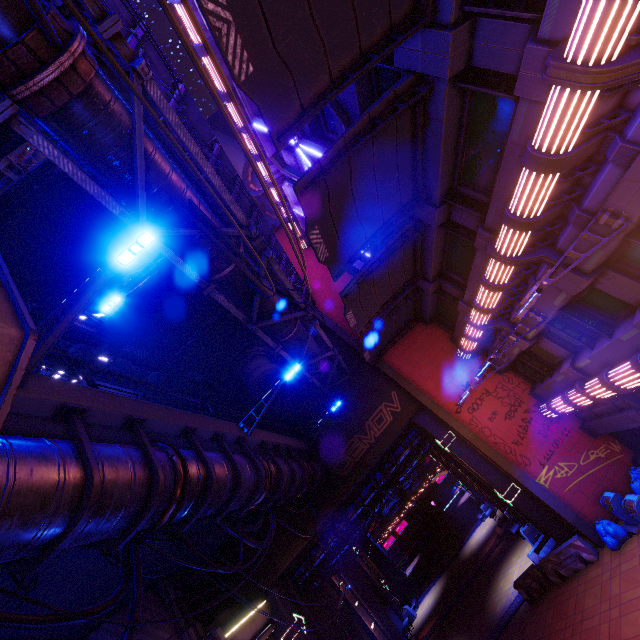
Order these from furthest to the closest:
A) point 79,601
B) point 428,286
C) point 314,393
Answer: point 314,393, point 428,286, point 79,601

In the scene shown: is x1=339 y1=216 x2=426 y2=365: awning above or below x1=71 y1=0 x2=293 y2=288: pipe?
below

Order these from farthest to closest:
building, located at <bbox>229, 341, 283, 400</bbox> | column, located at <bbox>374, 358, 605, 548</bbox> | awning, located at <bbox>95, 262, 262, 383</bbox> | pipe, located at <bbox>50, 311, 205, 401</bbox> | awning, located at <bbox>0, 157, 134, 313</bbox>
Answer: building, located at <bbox>229, 341, 283, 400</bbox> < pipe, located at <bbox>50, 311, 205, 401</bbox> < column, located at <bbox>374, 358, 605, 548</bbox> < awning, located at <bbox>95, 262, 262, 383</bbox> < awning, located at <bbox>0, 157, 134, 313</bbox>

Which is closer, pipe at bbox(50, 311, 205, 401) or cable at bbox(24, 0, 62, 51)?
cable at bbox(24, 0, 62, 51)

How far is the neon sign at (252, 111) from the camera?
14.08m

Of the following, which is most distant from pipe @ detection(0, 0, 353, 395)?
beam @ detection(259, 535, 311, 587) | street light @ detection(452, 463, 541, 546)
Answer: street light @ detection(452, 463, 541, 546)

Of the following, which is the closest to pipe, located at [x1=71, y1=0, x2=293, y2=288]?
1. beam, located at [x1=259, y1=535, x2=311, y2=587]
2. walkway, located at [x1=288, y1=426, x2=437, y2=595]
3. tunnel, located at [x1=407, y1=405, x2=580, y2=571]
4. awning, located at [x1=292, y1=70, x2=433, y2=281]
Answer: awning, located at [x1=292, y1=70, x2=433, y2=281]

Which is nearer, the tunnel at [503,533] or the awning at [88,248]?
the awning at [88,248]
